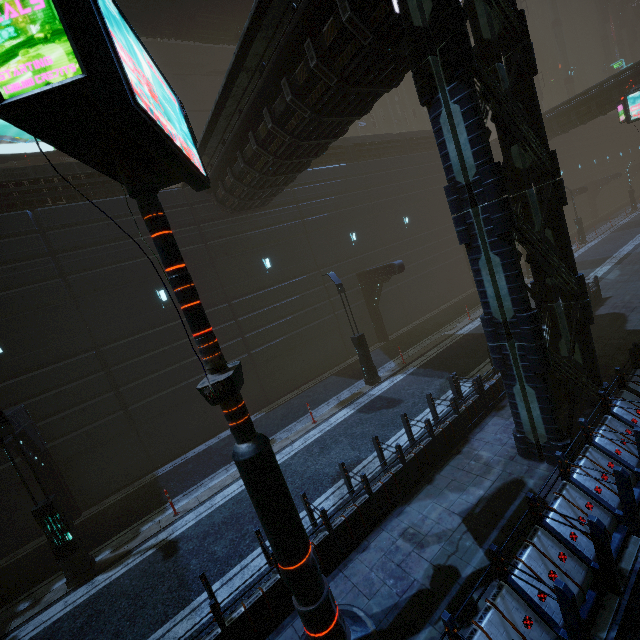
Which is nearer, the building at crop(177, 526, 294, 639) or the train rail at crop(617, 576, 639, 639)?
the train rail at crop(617, 576, 639, 639)

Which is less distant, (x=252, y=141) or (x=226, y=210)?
(x=252, y=141)

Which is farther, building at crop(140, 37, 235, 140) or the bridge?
building at crop(140, 37, 235, 140)

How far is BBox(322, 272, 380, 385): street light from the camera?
14.7 meters

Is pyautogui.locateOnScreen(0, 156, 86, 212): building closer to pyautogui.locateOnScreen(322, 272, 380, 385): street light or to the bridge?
pyautogui.locateOnScreen(322, 272, 380, 385): street light

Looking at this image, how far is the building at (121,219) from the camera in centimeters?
1392cm

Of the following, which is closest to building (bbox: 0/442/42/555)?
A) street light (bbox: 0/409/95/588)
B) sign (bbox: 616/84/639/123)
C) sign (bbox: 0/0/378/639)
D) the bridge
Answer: sign (bbox: 0/0/378/639)

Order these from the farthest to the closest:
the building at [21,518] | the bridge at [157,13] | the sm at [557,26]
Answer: the sm at [557,26]
the bridge at [157,13]
the building at [21,518]
